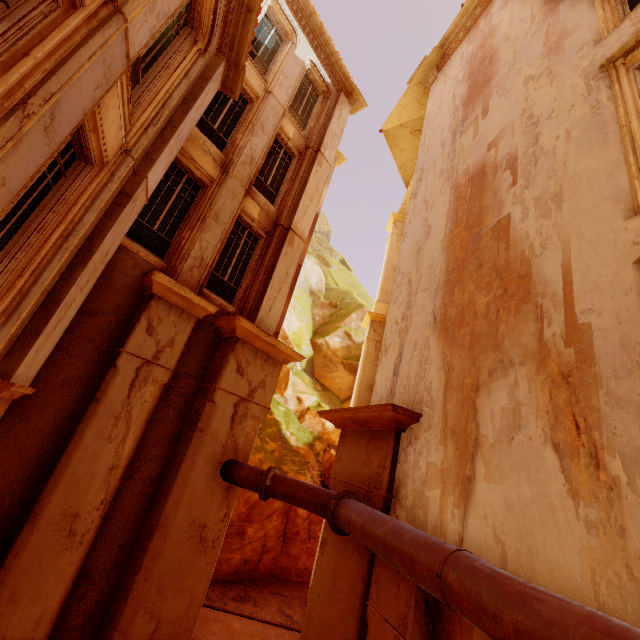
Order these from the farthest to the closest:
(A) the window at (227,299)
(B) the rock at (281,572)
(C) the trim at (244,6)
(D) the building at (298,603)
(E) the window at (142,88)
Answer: (B) the rock at (281,572), (D) the building at (298,603), (A) the window at (227,299), (C) the trim at (244,6), (E) the window at (142,88)

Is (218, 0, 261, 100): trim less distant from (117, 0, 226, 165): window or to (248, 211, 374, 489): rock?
(117, 0, 226, 165): window

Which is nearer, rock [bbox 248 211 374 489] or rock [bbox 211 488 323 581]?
rock [bbox 211 488 323 581]

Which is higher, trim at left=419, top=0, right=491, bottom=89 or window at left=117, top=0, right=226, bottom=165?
trim at left=419, top=0, right=491, bottom=89

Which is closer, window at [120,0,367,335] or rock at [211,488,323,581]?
window at [120,0,367,335]

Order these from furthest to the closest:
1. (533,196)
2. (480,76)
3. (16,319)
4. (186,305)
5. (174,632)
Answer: (480,76), (186,305), (174,632), (533,196), (16,319)

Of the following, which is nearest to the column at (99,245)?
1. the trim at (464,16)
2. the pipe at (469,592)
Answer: the pipe at (469,592)

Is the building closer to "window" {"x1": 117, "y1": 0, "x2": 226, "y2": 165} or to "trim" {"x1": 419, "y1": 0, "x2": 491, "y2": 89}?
"window" {"x1": 117, "y1": 0, "x2": 226, "y2": 165}
